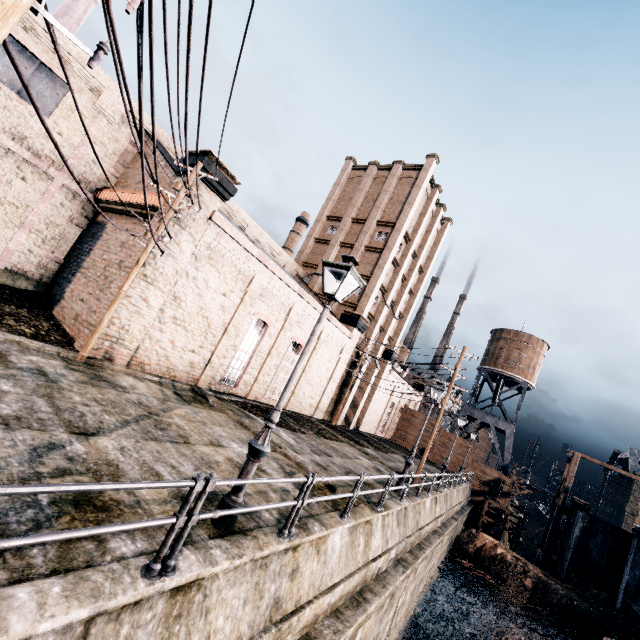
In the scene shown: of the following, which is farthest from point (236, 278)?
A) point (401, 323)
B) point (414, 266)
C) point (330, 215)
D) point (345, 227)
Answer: point (401, 323)

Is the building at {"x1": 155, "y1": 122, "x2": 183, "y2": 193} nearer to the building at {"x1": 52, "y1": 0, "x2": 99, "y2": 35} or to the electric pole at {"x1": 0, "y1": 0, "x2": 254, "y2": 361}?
the electric pole at {"x1": 0, "y1": 0, "x2": 254, "y2": 361}

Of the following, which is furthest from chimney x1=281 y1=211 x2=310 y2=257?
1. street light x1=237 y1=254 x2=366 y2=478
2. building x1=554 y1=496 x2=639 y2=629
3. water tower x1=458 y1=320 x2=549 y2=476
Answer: street light x1=237 y1=254 x2=366 y2=478

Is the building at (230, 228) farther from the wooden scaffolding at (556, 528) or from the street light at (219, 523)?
the wooden scaffolding at (556, 528)

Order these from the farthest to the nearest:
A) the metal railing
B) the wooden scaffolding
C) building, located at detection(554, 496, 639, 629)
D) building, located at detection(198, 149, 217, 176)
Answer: the wooden scaffolding → building, located at detection(554, 496, 639, 629) → building, located at detection(198, 149, 217, 176) → the metal railing

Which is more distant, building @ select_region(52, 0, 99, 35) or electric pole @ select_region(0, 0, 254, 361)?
building @ select_region(52, 0, 99, 35)

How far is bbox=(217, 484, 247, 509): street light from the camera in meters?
5.9

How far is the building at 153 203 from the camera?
14.74m
